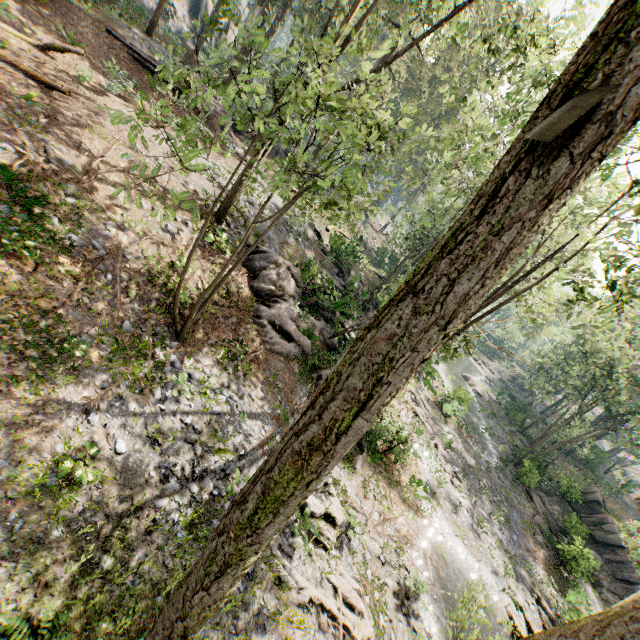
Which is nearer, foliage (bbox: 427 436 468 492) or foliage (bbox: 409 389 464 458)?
foliage (bbox: 427 436 468 492)

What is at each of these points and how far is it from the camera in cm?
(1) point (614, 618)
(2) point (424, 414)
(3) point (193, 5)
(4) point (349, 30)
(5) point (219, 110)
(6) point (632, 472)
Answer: (1) foliage, 254
(2) foliage, 2592
(3) rock, 3928
(4) foliage, 1592
(5) ground embankment, 2525
(6) rock, 5544

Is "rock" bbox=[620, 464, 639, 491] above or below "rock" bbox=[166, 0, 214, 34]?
below

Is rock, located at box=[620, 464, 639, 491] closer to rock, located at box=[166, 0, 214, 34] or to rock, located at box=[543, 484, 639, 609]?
rock, located at box=[543, 484, 639, 609]

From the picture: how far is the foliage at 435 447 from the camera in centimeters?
2139cm

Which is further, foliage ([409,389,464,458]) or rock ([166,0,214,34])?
rock ([166,0,214,34])

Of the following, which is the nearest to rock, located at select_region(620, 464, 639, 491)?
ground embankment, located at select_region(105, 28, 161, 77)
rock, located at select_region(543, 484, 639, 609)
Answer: rock, located at select_region(543, 484, 639, 609)

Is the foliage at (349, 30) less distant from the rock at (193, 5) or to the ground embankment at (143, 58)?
the ground embankment at (143, 58)
